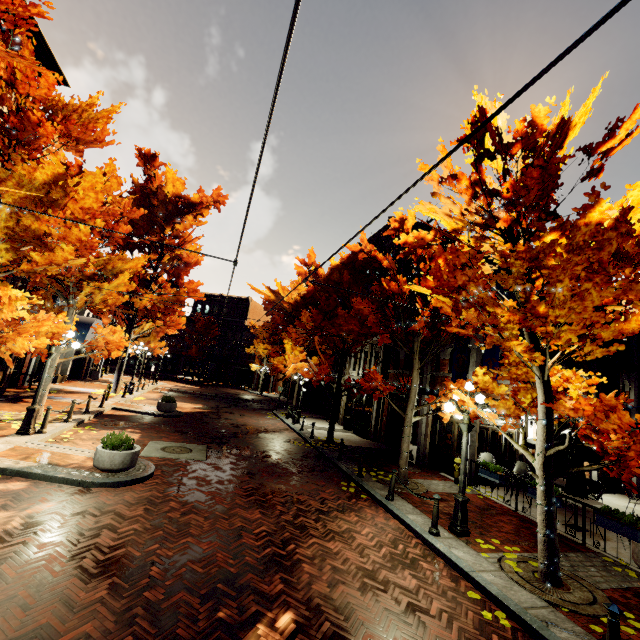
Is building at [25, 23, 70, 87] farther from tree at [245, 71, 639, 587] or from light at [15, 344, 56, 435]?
light at [15, 344, 56, 435]

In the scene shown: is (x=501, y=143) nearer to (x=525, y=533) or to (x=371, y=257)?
(x=371, y=257)

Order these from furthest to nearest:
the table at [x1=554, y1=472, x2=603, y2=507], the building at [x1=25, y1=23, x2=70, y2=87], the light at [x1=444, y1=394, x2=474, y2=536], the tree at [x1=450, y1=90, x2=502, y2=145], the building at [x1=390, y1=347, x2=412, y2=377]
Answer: the building at [x1=390, y1=347, x2=412, y2=377] < the building at [x1=25, y1=23, x2=70, y2=87] < the table at [x1=554, y1=472, x2=603, y2=507] < the light at [x1=444, y1=394, x2=474, y2=536] < the tree at [x1=450, y1=90, x2=502, y2=145]

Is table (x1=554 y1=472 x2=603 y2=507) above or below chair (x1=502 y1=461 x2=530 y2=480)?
above

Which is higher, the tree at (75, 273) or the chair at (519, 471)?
the tree at (75, 273)

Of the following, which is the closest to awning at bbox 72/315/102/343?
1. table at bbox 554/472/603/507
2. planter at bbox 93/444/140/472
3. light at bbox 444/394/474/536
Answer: planter at bbox 93/444/140/472

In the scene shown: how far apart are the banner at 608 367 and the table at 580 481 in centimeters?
647cm

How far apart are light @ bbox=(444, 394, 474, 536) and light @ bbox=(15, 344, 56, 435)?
11.68m
